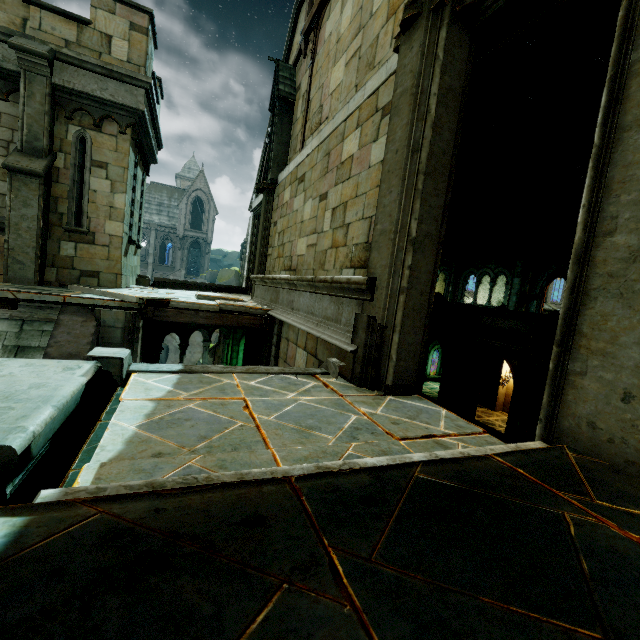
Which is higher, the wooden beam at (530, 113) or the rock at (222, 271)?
the wooden beam at (530, 113)

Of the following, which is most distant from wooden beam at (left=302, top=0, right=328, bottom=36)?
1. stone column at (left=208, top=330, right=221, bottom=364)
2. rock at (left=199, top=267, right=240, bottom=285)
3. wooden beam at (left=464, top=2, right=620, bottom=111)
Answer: rock at (left=199, top=267, right=240, bottom=285)

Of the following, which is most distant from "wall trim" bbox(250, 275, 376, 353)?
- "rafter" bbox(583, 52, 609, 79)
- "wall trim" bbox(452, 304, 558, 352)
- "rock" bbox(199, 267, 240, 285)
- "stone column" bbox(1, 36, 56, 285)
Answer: "rock" bbox(199, 267, 240, 285)

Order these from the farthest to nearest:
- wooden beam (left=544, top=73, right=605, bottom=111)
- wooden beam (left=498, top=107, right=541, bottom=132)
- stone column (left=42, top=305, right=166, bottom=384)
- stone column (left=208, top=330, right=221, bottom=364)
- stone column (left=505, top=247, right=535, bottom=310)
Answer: stone column (left=208, top=330, right=221, bottom=364), stone column (left=505, top=247, right=535, bottom=310), wooden beam (left=498, top=107, right=541, bottom=132), wooden beam (left=544, top=73, right=605, bottom=111), stone column (left=42, top=305, right=166, bottom=384)

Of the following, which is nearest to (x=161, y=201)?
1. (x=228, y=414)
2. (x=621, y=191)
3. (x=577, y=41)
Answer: (x=577, y=41)

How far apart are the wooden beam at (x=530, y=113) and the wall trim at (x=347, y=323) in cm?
1125

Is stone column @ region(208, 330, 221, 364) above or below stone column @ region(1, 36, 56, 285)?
below

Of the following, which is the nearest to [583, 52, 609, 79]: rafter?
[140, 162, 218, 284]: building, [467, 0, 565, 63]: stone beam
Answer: [467, 0, 565, 63]: stone beam
